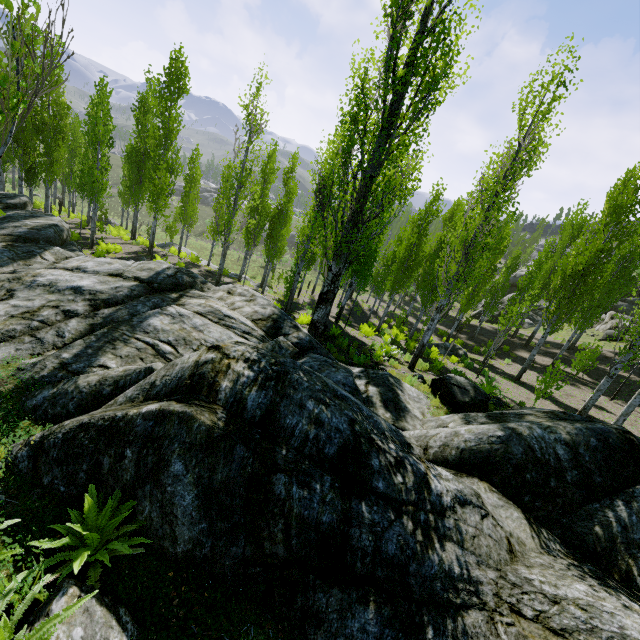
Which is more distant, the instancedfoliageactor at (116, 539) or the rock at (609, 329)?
the rock at (609, 329)

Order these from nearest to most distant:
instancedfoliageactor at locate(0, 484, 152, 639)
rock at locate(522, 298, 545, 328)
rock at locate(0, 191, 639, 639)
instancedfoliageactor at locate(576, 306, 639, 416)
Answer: instancedfoliageactor at locate(0, 484, 152, 639), rock at locate(0, 191, 639, 639), instancedfoliageactor at locate(576, 306, 639, 416), rock at locate(522, 298, 545, 328)

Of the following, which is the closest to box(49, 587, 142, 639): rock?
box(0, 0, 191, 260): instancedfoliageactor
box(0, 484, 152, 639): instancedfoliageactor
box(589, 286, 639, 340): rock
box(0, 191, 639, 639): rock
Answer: box(0, 484, 152, 639): instancedfoliageactor

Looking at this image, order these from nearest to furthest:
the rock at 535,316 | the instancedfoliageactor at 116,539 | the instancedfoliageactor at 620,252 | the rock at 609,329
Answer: the instancedfoliageactor at 116,539, the instancedfoliageactor at 620,252, the rock at 609,329, the rock at 535,316

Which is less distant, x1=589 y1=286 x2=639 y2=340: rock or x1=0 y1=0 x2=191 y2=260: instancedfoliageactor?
x1=0 y1=0 x2=191 y2=260: instancedfoliageactor

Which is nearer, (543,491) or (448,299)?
(543,491)

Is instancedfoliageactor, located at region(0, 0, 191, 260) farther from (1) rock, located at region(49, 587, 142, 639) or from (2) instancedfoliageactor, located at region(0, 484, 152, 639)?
(1) rock, located at region(49, 587, 142, 639)

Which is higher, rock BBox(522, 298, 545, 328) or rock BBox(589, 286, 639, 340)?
rock BBox(589, 286, 639, 340)
